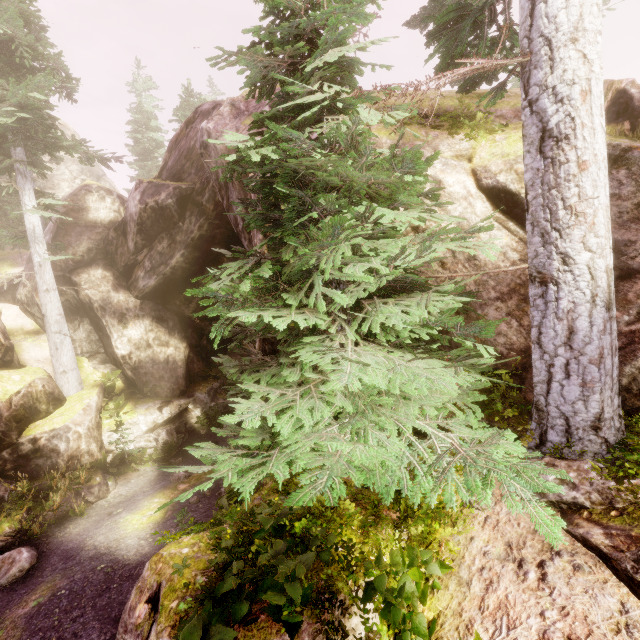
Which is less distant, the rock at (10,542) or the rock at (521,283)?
the rock at (521,283)

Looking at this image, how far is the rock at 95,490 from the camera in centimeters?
1004cm

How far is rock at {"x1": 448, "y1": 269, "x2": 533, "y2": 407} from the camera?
4.9 meters

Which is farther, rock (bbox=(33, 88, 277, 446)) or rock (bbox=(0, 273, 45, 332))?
rock (bbox=(0, 273, 45, 332))

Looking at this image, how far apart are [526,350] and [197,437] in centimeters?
1557cm

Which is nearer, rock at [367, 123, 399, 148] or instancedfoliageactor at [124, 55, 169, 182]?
rock at [367, 123, 399, 148]
